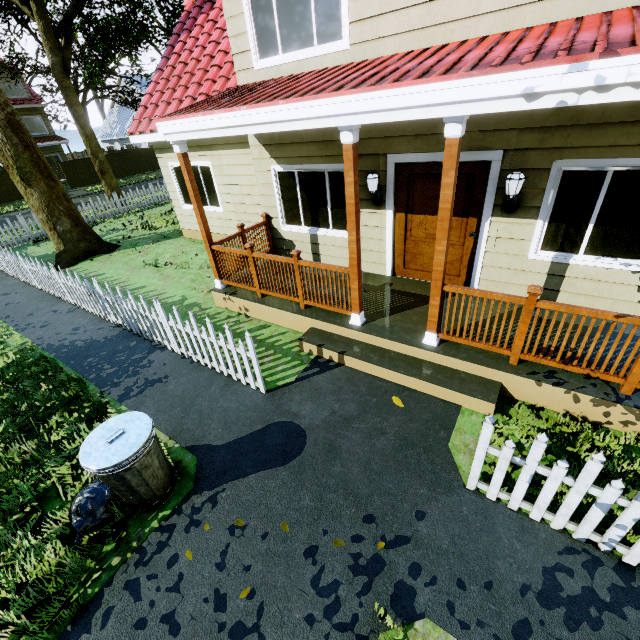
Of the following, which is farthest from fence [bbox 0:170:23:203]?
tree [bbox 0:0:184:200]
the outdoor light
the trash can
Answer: the outdoor light

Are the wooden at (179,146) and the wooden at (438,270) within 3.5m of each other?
no

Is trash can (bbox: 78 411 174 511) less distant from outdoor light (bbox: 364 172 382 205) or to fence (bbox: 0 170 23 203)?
fence (bbox: 0 170 23 203)

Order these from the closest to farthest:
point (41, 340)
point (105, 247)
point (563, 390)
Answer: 1. point (563, 390)
2. point (41, 340)
3. point (105, 247)

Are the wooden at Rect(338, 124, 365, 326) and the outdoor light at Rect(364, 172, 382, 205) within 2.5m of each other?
yes

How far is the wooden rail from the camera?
6.1m

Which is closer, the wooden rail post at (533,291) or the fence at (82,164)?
→ the wooden rail post at (533,291)

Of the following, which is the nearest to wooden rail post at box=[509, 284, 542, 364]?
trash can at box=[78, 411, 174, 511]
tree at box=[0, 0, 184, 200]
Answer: trash can at box=[78, 411, 174, 511]
